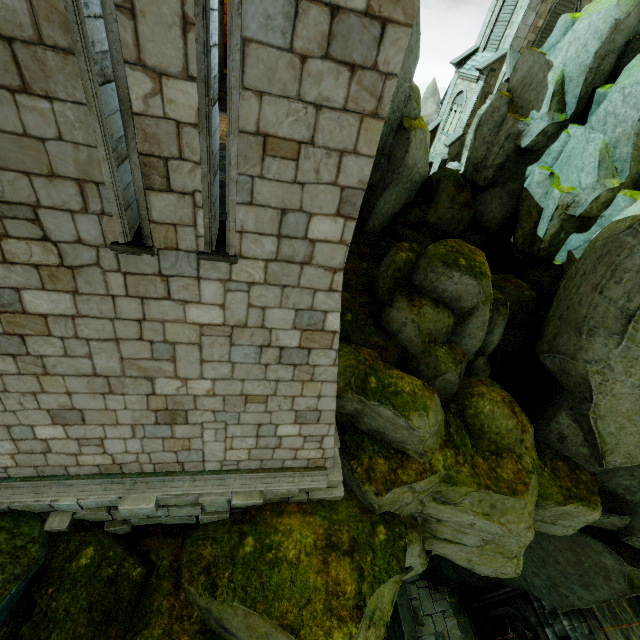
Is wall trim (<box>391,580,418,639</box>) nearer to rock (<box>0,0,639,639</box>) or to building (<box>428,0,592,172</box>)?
rock (<box>0,0,639,639</box>)

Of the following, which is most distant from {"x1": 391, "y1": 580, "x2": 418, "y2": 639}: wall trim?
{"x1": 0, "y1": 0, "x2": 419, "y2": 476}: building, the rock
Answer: {"x1": 0, "y1": 0, "x2": 419, "y2": 476}: building

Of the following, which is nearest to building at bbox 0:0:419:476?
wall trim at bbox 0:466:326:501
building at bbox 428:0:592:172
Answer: wall trim at bbox 0:466:326:501

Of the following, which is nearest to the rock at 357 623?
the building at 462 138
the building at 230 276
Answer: the building at 230 276

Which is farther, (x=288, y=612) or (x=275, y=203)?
(x=288, y=612)

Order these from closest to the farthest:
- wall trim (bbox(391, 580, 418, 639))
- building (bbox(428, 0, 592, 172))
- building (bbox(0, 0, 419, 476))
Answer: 1. building (bbox(0, 0, 419, 476))
2. wall trim (bbox(391, 580, 418, 639))
3. building (bbox(428, 0, 592, 172))

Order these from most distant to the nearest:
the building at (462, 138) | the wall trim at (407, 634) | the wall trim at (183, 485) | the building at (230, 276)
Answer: the building at (462, 138)
the wall trim at (407, 634)
the wall trim at (183, 485)
the building at (230, 276)

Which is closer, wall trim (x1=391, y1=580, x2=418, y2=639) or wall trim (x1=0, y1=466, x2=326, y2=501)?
wall trim (x1=0, y1=466, x2=326, y2=501)
